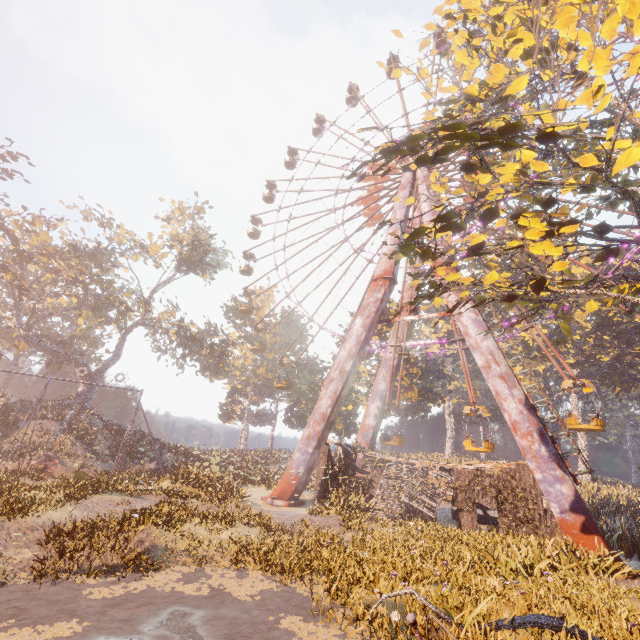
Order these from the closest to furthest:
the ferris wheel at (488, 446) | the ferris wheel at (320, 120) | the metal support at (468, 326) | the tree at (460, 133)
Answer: the tree at (460, 133), the metal support at (468, 326), the ferris wheel at (488, 446), the ferris wheel at (320, 120)

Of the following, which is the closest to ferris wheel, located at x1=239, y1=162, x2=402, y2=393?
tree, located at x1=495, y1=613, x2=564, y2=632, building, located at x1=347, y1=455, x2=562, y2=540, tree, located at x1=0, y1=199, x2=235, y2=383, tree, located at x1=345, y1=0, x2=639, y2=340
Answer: building, located at x1=347, y1=455, x2=562, y2=540

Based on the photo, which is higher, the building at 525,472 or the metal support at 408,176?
the metal support at 408,176

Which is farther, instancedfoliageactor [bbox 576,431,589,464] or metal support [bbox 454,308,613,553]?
instancedfoliageactor [bbox 576,431,589,464]

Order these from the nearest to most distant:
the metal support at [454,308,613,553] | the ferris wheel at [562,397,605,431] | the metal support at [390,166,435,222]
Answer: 1. the metal support at [454,308,613,553]
2. the ferris wheel at [562,397,605,431]
3. the metal support at [390,166,435,222]

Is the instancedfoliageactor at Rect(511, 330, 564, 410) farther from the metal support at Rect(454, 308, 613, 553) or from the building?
the metal support at Rect(454, 308, 613, 553)

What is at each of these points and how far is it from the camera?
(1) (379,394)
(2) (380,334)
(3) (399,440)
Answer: (1) metal support, 27.0 meters
(2) instancedfoliageactor, 36.4 meters
(3) ferris wheel, 21.5 meters

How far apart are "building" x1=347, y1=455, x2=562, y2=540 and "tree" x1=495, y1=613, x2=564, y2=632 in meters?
11.8
